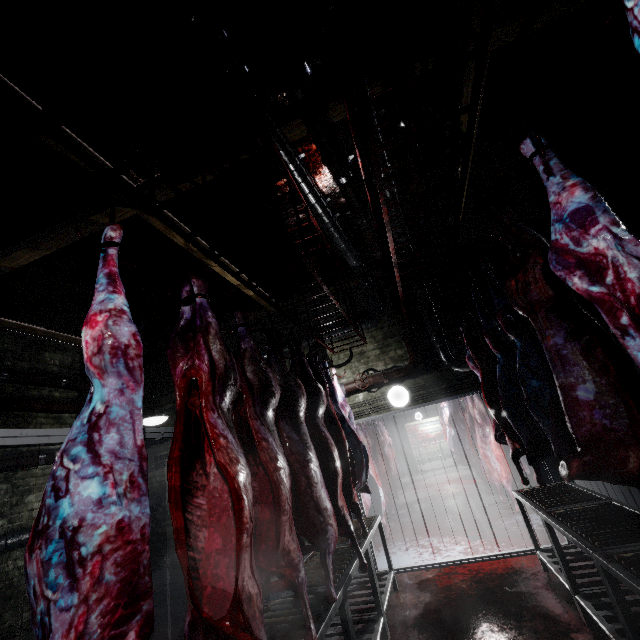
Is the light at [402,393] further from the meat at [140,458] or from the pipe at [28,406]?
the pipe at [28,406]

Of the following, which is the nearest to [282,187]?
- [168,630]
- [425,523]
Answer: [168,630]

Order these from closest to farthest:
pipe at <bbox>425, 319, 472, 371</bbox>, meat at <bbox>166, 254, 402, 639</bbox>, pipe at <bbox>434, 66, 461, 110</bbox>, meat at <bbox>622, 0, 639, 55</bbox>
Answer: meat at <bbox>622, 0, 639, 55</bbox> → meat at <bbox>166, 254, 402, 639</bbox> → pipe at <bbox>434, 66, 461, 110</bbox> → pipe at <bbox>425, 319, 472, 371</bbox>

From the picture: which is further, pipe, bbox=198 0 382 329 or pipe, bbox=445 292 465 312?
pipe, bbox=445 292 465 312

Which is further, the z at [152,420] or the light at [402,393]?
the light at [402,393]

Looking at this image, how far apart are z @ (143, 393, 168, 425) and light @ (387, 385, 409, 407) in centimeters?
308cm

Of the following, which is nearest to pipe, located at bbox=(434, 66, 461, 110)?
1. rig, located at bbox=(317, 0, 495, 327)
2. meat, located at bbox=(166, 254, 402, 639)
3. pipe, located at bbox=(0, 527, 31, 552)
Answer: rig, located at bbox=(317, 0, 495, 327)

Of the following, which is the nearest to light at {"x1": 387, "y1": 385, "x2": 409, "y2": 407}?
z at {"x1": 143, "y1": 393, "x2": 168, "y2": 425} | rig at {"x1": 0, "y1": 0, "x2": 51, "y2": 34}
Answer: rig at {"x1": 0, "y1": 0, "x2": 51, "y2": 34}
